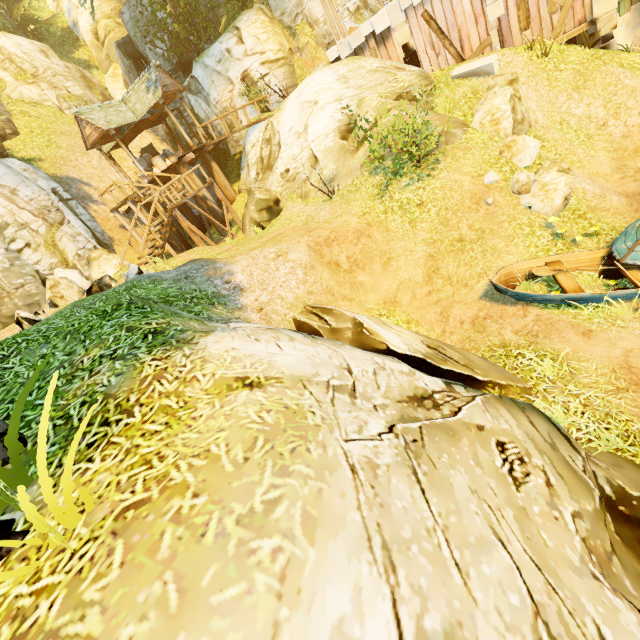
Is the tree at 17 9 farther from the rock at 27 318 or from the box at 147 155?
the box at 147 155

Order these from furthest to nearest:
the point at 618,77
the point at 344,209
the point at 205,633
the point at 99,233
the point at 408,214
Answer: the point at 99,233 < the point at 618,77 < the point at 344,209 < the point at 408,214 < the point at 205,633

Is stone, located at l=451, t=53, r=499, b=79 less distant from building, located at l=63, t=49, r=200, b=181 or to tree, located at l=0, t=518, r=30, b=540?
tree, located at l=0, t=518, r=30, b=540

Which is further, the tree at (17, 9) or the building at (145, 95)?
the tree at (17, 9)

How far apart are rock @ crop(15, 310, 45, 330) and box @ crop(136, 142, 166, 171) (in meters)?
15.09

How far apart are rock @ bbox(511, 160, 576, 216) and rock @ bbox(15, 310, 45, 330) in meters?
12.8 m

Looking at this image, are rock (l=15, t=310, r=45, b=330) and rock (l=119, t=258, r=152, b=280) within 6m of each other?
yes

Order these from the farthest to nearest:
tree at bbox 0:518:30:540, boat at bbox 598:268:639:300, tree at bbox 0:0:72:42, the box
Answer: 1. tree at bbox 0:0:72:42
2. the box
3. boat at bbox 598:268:639:300
4. tree at bbox 0:518:30:540
